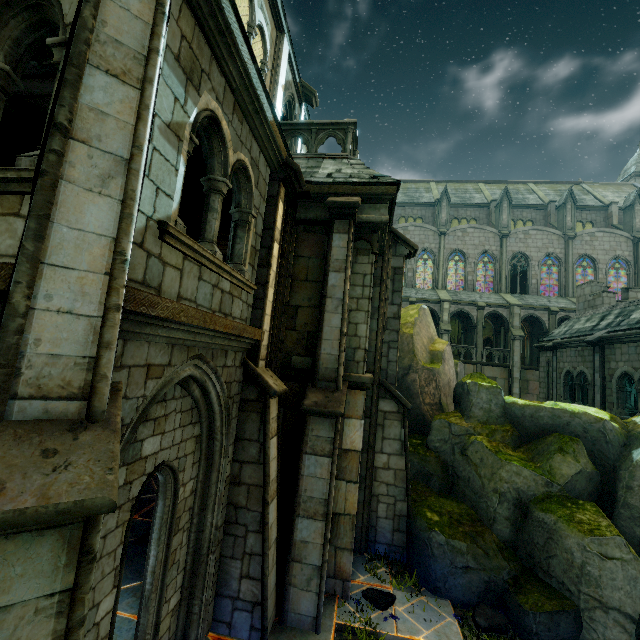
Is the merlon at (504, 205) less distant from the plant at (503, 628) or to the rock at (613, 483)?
the rock at (613, 483)

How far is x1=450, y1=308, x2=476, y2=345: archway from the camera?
29.4 meters

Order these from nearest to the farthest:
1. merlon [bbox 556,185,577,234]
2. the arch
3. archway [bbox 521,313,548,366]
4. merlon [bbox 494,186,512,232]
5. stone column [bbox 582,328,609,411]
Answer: the arch → stone column [bbox 582,328,609,411] → archway [bbox 521,313,548,366] → merlon [bbox 556,185,577,234] → merlon [bbox 494,186,512,232]

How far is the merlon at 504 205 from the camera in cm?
3275

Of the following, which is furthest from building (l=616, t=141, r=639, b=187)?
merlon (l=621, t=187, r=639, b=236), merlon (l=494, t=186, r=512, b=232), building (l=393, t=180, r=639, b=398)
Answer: merlon (l=494, t=186, r=512, b=232)

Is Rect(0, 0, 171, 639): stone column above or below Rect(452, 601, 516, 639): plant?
above

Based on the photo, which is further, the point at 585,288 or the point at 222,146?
the point at 585,288

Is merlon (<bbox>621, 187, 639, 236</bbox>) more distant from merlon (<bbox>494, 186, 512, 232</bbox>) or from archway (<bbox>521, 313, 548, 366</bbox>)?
merlon (<bbox>494, 186, 512, 232</bbox>)
